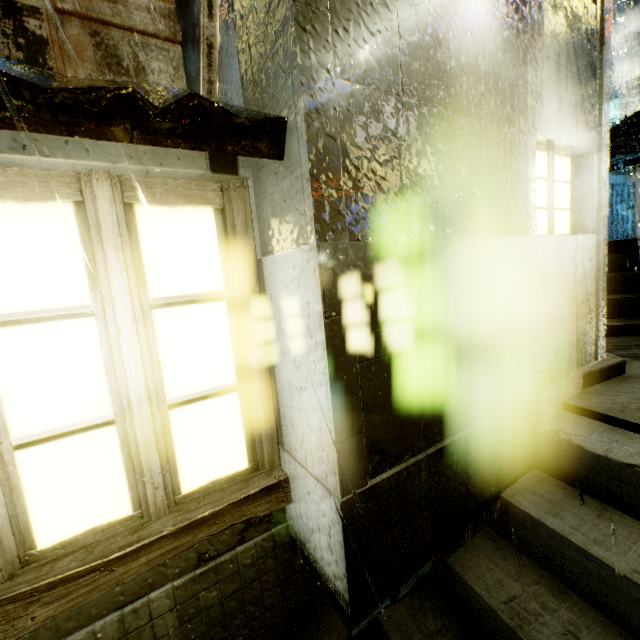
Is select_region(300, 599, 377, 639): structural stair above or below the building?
below

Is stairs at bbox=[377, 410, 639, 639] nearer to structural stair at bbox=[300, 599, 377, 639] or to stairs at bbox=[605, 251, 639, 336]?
structural stair at bbox=[300, 599, 377, 639]

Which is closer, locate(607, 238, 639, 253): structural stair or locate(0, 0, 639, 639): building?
locate(0, 0, 639, 639): building

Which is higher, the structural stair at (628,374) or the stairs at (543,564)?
the structural stair at (628,374)

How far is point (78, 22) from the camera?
2.2m

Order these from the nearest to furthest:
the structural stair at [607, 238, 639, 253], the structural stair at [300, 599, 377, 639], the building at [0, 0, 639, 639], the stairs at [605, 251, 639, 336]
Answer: the building at [0, 0, 639, 639] → the structural stair at [300, 599, 377, 639] → the stairs at [605, 251, 639, 336] → the structural stair at [607, 238, 639, 253]

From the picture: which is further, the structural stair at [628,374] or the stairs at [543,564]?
the structural stair at [628,374]
